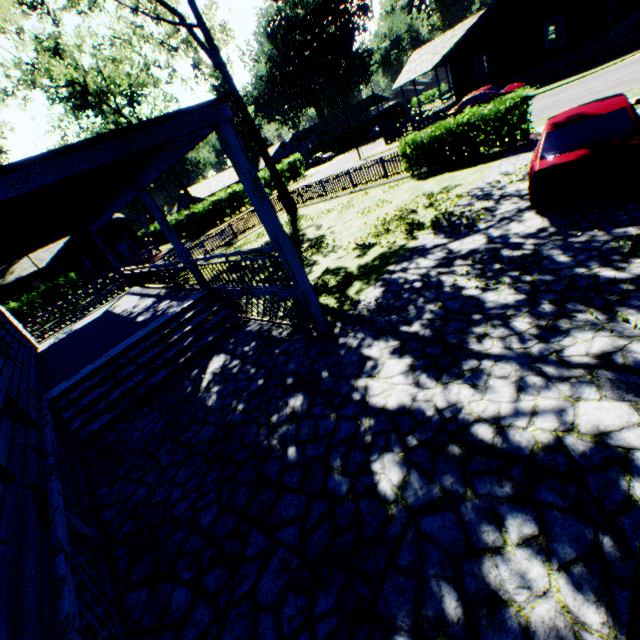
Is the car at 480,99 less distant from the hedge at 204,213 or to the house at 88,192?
the house at 88,192

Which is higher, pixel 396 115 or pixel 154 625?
pixel 396 115

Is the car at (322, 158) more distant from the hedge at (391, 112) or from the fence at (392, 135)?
the fence at (392, 135)

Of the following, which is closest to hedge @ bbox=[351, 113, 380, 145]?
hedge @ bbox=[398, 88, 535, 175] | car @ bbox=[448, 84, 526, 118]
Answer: car @ bbox=[448, 84, 526, 118]

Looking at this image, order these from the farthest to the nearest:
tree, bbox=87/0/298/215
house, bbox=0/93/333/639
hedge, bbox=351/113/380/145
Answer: hedge, bbox=351/113/380/145
tree, bbox=87/0/298/215
house, bbox=0/93/333/639

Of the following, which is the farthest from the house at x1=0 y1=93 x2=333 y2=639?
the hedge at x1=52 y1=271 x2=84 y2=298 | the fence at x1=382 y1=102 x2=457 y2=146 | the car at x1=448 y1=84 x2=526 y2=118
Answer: the fence at x1=382 y1=102 x2=457 y2=146

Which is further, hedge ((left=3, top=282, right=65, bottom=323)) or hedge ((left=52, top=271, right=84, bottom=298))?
hedge ((left=52, top=271, right=84, bottom=298))

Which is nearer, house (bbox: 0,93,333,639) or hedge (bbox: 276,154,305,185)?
house (bbox: 0,93,333,639)
